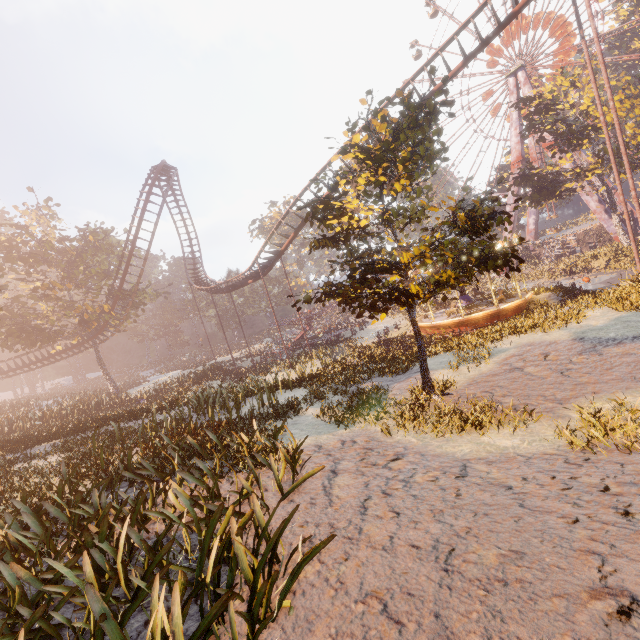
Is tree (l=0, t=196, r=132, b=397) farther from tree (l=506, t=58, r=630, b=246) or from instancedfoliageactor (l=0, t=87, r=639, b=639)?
tree (l=506, t=58, r=630, b=246)

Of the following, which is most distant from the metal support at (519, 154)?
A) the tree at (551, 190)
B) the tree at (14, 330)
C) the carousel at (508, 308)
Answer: the tree at (14, 330)

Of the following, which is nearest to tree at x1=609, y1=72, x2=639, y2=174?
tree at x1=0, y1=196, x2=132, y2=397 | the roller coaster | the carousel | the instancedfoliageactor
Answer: the instancedfoliageactor

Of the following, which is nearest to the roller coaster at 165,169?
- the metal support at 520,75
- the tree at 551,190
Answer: the tree at 551,190

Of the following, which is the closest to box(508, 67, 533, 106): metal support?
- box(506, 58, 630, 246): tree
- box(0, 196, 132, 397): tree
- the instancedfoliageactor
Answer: box(506, 58, 630, 246): tree

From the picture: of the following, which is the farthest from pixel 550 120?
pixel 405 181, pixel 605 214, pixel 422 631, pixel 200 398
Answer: pixel 422 631

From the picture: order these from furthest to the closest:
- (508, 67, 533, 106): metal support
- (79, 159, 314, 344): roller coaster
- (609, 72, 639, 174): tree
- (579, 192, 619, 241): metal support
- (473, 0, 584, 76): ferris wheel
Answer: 1. (508, 67, 533, 106): metal support
2. (473, 0, 584, 76): ferris wheel
3. (579, 192, 619, 241): metal support
4. (609, 72, 639, 174): tree
5. (79, 159, 314, 344): roller coaster

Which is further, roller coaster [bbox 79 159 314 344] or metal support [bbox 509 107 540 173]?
metal support [bbox 509 107 540 173]
